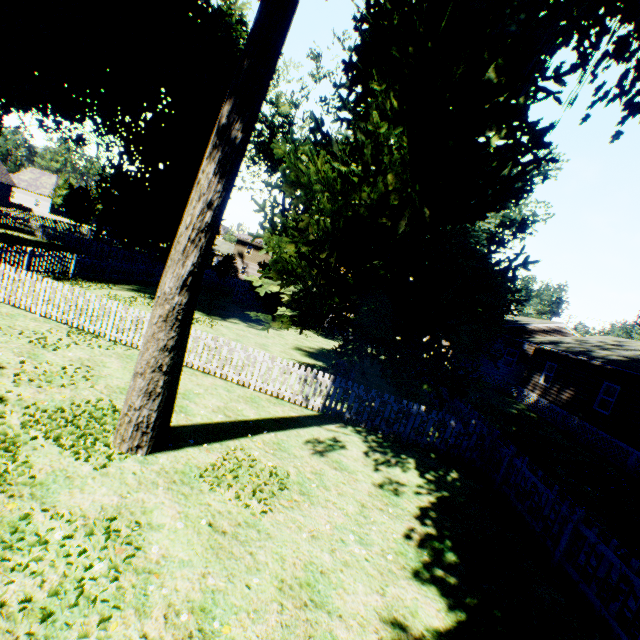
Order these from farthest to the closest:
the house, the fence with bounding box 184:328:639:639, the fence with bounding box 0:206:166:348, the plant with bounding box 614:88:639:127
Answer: the house, the fence with bounding box 0:206:166:348, the plant with bounding box 614:88:639:127, the fence with bounding box 184:328:639:639

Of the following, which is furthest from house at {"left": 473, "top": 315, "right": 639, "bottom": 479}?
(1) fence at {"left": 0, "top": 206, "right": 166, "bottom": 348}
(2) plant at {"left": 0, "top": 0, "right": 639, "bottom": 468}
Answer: (2) plant at {"left": 0, "top": 0, "right": 639, "bottom": 468}

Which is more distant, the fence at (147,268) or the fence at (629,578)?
the fence at (147,268)

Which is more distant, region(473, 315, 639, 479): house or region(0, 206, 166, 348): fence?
region(473, 315, 639, 479): house

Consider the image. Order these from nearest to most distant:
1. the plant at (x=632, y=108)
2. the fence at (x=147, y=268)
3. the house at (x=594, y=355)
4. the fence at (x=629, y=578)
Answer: the fence at (x=629, y=578) < the plant at (x=632, y=108) < the fence at (x=147, y=268) < the house at (x=594, y=355)

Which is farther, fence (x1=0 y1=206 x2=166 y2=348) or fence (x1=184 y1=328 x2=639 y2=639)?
fence (x1=0 y1=206 x2=166 y2=348)

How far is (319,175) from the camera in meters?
9.4
